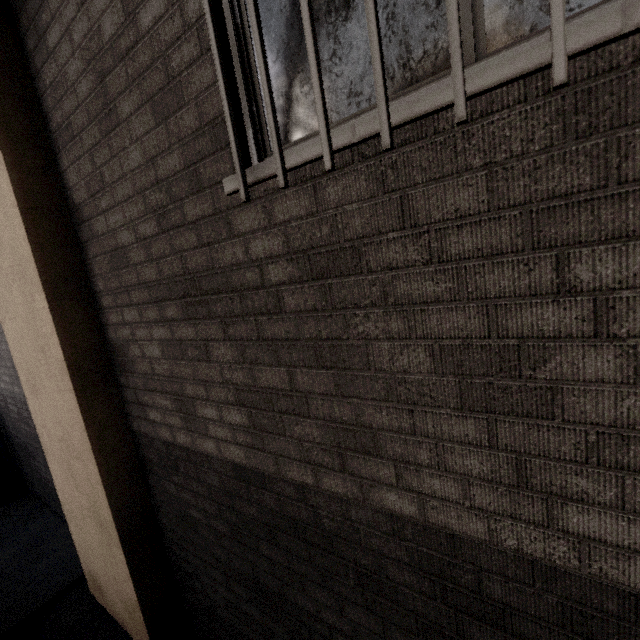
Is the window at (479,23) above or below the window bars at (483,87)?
above

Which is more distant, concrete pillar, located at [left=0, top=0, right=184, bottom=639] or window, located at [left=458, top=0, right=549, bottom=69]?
concrete pillar, located at [left=0, top=0, right=184, bottom=639]

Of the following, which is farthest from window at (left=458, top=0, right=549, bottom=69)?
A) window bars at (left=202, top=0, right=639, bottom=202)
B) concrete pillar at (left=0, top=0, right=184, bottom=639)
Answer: concrete pillar at (left=0, top=0, right=184, bottom=639)

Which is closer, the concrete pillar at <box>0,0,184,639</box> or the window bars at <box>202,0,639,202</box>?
the window bars at <box>202,0,639,202</box>

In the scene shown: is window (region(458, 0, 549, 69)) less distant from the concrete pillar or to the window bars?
the window bars

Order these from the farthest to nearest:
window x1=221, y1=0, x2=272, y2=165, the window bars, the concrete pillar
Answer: the concrete pillar → window x1=221, y1=0, x2=272, y2=165 → the window bars

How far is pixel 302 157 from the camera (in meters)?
1.12

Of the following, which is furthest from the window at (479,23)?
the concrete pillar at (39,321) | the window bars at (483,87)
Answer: the concrete pillar at (39,321)
